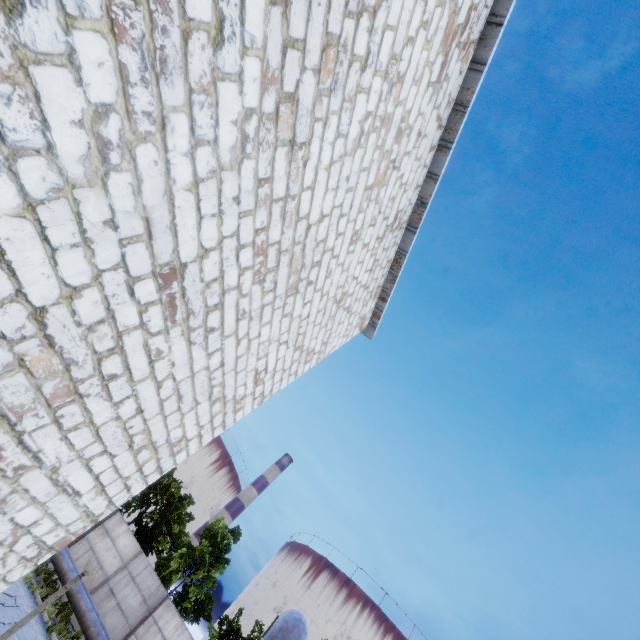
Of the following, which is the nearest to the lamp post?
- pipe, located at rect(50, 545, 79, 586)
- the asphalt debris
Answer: pipe, located at rect(50, 545, 79, 586)

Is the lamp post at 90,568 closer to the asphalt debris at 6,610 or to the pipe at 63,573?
the pipe at 63,573

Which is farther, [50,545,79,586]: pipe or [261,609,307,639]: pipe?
[50,545,79,586]: pipe

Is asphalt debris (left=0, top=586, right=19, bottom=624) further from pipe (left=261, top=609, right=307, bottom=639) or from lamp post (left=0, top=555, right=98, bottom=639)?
lamp post (left=0, top=555, right=98, bottom=639)

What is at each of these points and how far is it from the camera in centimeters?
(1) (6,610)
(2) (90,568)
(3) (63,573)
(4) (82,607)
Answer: (1) asphalt debris, 1079cm
(2) lamp post, 528cm
(3) pipe, 1484cm
(4) pipe, 1416cm
